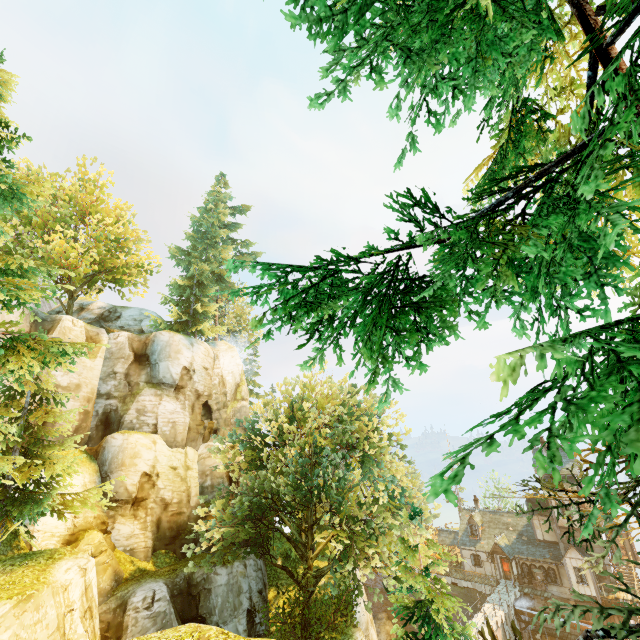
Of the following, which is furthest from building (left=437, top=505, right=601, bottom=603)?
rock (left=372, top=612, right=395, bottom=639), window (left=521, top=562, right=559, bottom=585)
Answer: rock (left=372, top=612, right=395, bottom=639)

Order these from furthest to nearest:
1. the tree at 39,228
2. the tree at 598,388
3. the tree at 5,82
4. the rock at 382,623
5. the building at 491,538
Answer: the rock at 382,623 < the building at 491,538 < the tree at 5,82 < the tree at 39,228 < the tree at 598,388

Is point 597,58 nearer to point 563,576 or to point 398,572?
point 398,572

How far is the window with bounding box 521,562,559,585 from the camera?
33.56m

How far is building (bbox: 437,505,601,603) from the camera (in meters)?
31.83

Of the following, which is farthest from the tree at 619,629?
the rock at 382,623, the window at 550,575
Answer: the window at 550,575

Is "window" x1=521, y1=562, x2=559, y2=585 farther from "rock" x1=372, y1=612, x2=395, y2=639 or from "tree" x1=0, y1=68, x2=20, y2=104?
"tree" x1=0, y1=68, x2=20, y2=104

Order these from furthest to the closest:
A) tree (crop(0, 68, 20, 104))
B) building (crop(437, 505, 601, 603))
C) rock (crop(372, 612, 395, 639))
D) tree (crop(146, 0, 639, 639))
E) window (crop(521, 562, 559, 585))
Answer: rock (crop(372, 612, 395, 639)) → window (crop(521, 562, 559, 585)) → building (crop(437, 505, 601, 603)) → tree (crop(0, 68, 20, 104)) → tree (crop(146, 0, 639, 639))
